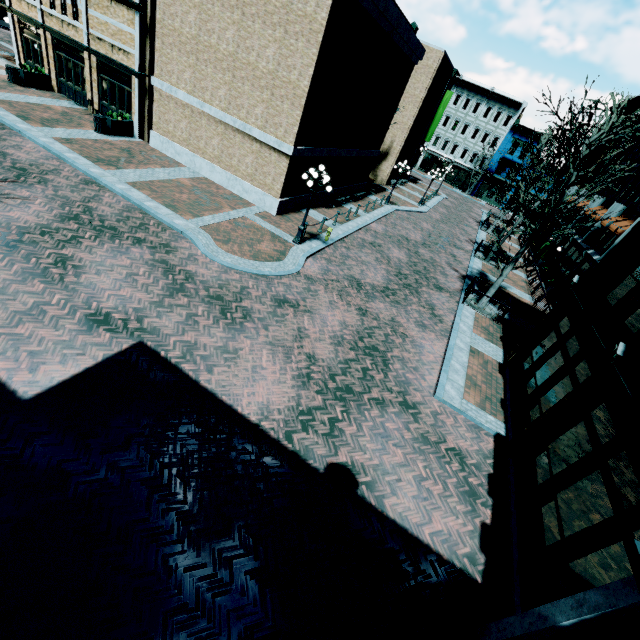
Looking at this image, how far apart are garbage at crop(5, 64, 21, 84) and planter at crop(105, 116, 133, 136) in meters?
6.9 m

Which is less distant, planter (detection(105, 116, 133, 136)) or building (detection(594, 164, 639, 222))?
planter (detection(105, 116, 133, 136))

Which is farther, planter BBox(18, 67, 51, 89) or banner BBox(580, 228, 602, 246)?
banner BBox(580, 228, 602, 246)

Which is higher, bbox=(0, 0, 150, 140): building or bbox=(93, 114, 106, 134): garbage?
bbox=(0, 0, 150, 140): building

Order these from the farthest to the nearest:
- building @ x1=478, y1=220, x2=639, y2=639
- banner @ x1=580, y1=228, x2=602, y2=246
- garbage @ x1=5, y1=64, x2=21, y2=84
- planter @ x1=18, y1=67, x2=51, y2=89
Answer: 1. banner @ x1=580, y1=228, x2=602, y2=246
2. planter @ x1=18, y1=67, x2=51, y2=89
3. garbage @ x1=5, y1=64, x2=21, y2=84
4. building @ x1=478, y1=220, x2=639, y2=639

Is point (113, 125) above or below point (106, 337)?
above

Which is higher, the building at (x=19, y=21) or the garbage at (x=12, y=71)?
the building at (x=19, y=21)

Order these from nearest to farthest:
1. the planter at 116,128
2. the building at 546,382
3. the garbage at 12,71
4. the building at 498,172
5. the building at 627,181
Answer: the building at 546,382 → the planter at 116,128 → the garbage at 12,71 → the building at 627,181 → the building at 498,172
